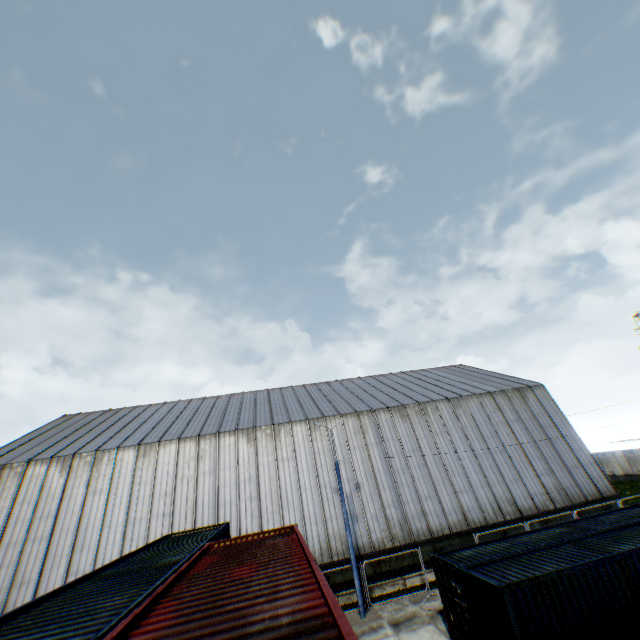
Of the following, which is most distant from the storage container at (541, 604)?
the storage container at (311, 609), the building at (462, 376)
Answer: the building at (462, 376)

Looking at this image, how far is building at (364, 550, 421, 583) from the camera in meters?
20.7

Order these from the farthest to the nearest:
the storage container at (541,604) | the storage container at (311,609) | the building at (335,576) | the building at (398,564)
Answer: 1. the building at (398,564)
2. the building at (335,576)
3. the storage container at (541,604)
4. the storage container at (311,609)

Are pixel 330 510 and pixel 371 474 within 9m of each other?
yes

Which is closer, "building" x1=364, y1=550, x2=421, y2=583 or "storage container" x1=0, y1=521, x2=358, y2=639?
"storage container" x1=0, y1=521, x2=358, y2=639

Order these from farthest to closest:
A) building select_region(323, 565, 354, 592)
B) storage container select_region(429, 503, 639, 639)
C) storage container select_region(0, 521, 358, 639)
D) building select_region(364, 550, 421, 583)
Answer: building select_region(364, 550, 421, 583), building select_region(323, 565, 354, 592), storage container select_region(429, 503, 639, 639), storage container select_region(0, 521, 358, 639)

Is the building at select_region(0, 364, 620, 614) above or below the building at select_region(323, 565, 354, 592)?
above
